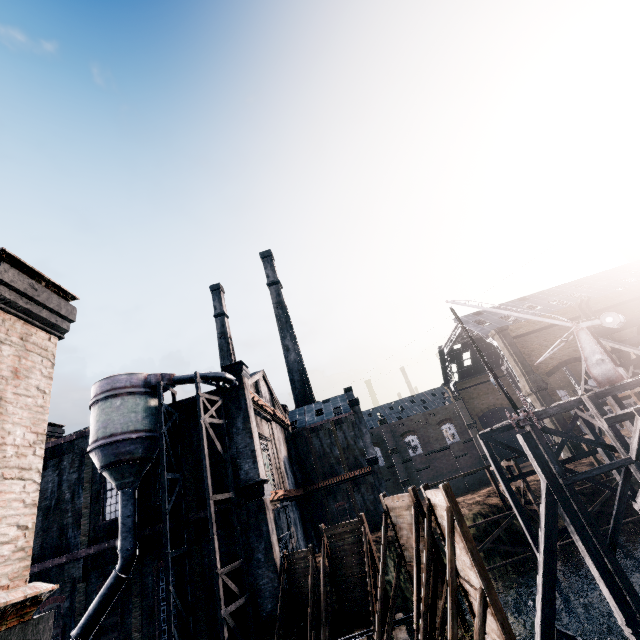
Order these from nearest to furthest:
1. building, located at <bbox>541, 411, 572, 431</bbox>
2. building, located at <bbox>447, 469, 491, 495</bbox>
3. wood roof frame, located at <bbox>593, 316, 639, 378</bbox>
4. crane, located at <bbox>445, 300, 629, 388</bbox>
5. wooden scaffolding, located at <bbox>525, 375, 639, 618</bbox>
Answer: wooden scaffolding, located at <bbox>525, 375, 639, 618</bbox> < crane, located at <bbox>445, 300, 629, 388</bbox> < wood roof frame, located at <bbox>593, 316, 639, 378</bbox> < building, located at <bbox>541, 411, 572, 431</bbox> < building, located at <bbox>447, 469, 491, 495</bbox>

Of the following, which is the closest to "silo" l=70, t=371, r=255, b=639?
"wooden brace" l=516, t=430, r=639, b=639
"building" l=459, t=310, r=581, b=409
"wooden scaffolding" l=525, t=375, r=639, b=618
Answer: "wooden brace" l=516, t=430, r=639, b=639

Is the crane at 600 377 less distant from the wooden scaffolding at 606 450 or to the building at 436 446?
the wooden scaffolding at 606 450

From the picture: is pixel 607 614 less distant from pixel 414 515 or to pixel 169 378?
pixel 414 515

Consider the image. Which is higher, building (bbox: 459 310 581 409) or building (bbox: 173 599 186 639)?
building (bbox: 459 310 581 409)

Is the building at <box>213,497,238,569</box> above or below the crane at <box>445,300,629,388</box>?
below

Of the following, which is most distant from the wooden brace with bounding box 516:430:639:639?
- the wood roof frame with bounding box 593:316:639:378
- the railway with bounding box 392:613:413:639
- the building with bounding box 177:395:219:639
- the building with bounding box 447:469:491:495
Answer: the building with bounding box 447:469:491:495

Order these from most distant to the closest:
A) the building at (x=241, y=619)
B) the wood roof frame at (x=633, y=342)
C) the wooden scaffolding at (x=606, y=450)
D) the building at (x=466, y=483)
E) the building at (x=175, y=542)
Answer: the building at (x=466, y=483), the wood roof frame at (x=633, y=342), the building at (x=175, y=542), the building at (x=241, y=619), the wooden scaffolding at (x=606, y=450)
